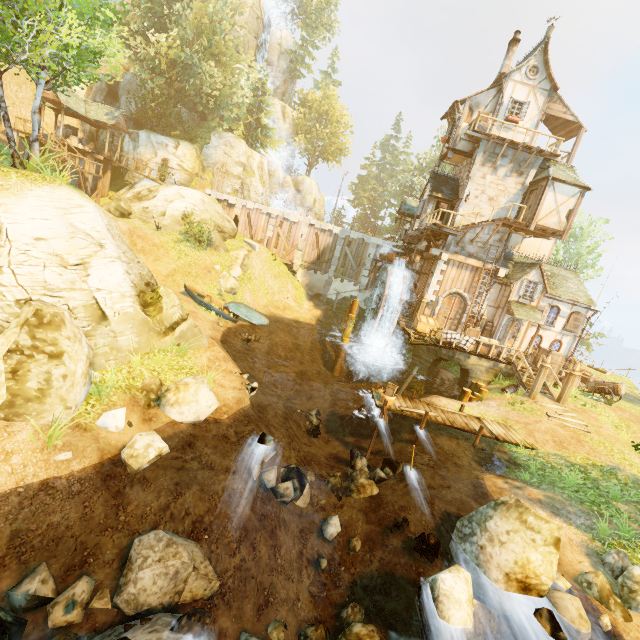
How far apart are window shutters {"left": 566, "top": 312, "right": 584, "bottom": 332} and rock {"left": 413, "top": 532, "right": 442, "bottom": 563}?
21.18m

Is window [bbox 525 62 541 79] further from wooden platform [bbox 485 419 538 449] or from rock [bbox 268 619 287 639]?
rock [bbox 268 619 287 639]

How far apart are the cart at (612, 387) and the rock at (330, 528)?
19.3 meters

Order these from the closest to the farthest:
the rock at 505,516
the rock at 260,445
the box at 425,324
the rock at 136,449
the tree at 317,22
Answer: the rock at 505,516
the rock at 136,449
the rock at 260,445
the box at 425,324
the tree at 317,22

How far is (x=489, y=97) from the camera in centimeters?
2114cm

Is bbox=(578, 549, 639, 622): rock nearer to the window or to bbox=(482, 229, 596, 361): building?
bbox=(482, 229, 596, 361): building

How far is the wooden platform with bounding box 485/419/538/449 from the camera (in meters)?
13.55

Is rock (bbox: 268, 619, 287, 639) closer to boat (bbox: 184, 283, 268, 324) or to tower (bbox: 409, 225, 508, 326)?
boat (bbox: 184, 283, 268, 324)
